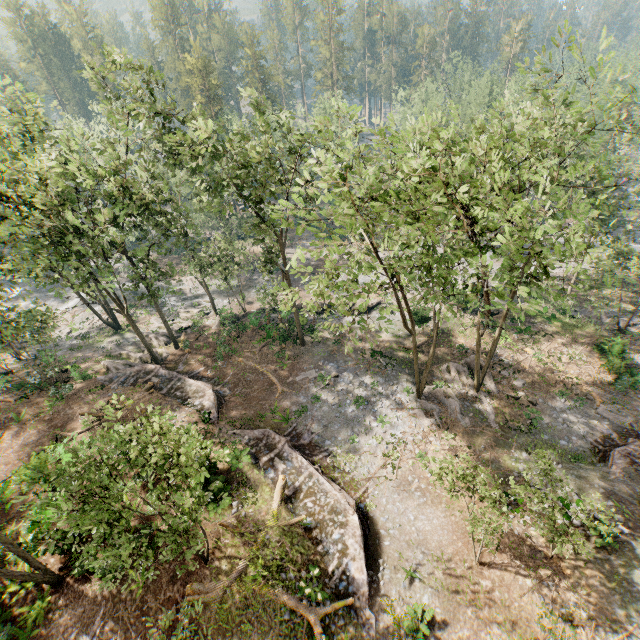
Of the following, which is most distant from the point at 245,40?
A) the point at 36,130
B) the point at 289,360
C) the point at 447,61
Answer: the point at 289,360

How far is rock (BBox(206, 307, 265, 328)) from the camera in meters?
33.3 m

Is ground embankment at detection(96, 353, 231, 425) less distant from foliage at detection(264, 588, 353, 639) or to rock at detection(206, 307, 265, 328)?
foliage at detection(264, 588, 353, 639)

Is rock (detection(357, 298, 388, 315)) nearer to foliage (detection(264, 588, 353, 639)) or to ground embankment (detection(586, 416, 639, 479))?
foliage (detection(264, 588, 353, 639))

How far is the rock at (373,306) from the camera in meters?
35.0 m

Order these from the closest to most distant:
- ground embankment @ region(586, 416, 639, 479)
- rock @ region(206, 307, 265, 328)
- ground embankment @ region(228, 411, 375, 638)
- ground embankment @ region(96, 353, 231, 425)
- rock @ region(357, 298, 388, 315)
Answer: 1. ground embankment @ region(228, 411, 375, 638)
2. ground embankment @ region(586, 416, 639, 479)
3. ground embankment @ region(96, 353, 231, 425)
4. rock @ region(206, 307, 265, 328)
5. rock @ region(357, 298, 388, 315)

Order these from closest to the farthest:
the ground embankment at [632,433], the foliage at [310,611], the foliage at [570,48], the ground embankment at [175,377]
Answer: the foliage at [570,48], the foliage at [310,611], the ground embankment at [632,433], the ground embankment at [175,377]
